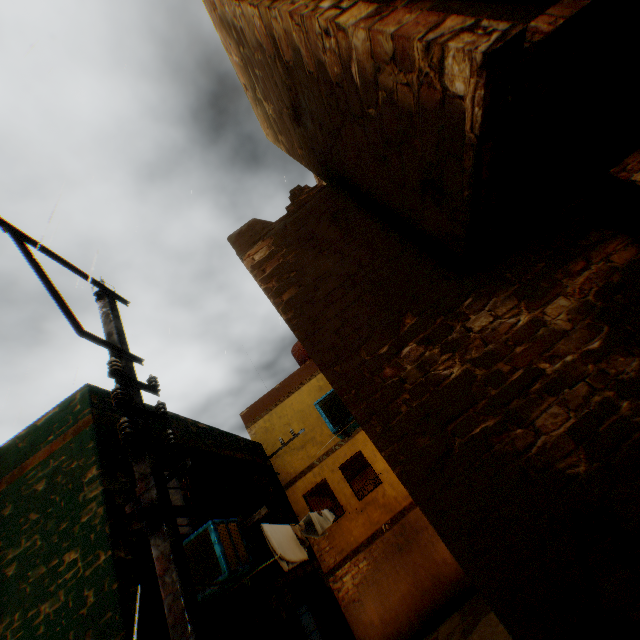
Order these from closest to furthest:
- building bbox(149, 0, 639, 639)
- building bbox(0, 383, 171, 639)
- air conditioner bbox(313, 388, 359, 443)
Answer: building bbox(149, 0, 639, 639), building bbox(0, 383, 171, 639), air conditioner bbox(313, 388, 359, 443)

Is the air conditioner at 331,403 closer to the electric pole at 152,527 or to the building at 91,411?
the building at 91,411

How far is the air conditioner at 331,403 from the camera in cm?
670

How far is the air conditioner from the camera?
6.7m

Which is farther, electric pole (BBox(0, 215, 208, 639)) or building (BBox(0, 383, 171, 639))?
building (BBox(0, 383, 171, 639))

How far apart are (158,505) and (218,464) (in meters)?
5.91

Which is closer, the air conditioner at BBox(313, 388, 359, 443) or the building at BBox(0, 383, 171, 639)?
the building at BBox(0, 383, 171, 639)

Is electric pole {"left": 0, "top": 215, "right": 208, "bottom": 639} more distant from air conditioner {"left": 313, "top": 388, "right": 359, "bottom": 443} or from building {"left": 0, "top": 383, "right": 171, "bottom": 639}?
air conditioner {"left": 313, "top": 388, "right": 359, "bottom": 443}
